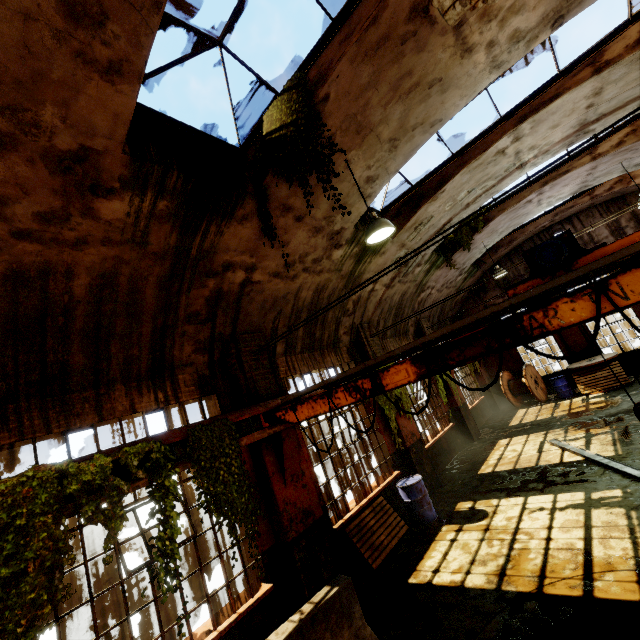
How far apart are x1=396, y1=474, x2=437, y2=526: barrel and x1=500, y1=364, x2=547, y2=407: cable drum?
9.76m

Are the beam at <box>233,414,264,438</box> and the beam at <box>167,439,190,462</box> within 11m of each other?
yes

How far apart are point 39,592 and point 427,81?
8.3 meters

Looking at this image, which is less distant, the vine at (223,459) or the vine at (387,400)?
the vine at (223,459)

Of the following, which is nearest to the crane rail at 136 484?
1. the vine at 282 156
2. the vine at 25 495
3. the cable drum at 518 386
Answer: the vine at 25 495

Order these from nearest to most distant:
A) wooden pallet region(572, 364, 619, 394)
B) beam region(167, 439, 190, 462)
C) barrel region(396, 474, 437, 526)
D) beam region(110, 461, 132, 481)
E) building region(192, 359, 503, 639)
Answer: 1. beam region(110, 461, 132, 481)
2. beam region(167, 439, 190, 462)
3. building region(192, 359, 503, 639)
4. barrel region(396, 474, 437, 526)
5. wooden pallet region(572, 364, 619, 394)

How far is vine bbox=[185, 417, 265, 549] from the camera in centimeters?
477cm

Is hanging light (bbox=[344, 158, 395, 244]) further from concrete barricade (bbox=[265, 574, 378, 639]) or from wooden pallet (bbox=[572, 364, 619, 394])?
concrete barricade (bbox=[265, 574, 378, 639])
